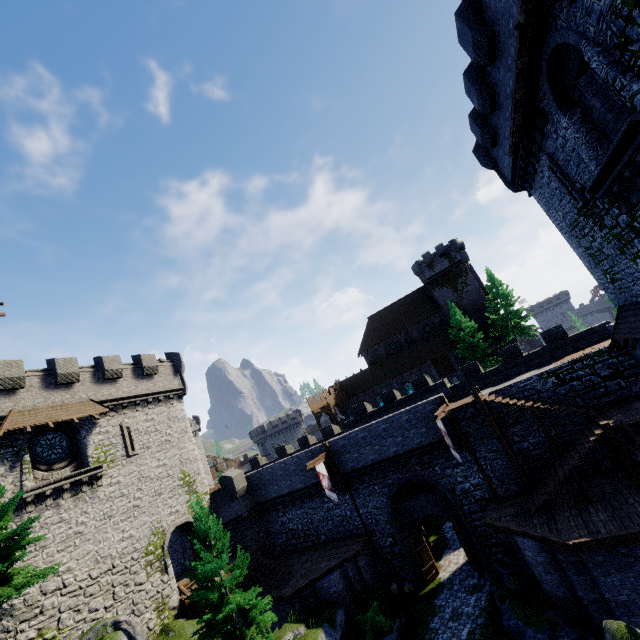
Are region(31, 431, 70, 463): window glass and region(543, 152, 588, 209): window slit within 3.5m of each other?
no

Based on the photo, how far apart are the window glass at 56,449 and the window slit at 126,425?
2.82m

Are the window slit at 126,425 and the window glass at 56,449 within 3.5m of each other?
yes

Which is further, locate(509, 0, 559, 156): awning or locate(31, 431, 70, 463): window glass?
locate(31, 431, 70, 463): window glass

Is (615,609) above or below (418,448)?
below

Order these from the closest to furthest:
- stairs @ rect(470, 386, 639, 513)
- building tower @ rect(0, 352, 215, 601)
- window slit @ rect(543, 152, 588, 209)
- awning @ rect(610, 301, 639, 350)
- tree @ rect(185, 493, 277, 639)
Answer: window slit @ rect(543, 152, 588, 209)
awning @ rect(610, 301, 639, 350)
stairs @ rect(470, 386, 639, 513)
tree @ rect(185, 493, 277, 639)
building tower @ rect(0, 352, 215, 601)

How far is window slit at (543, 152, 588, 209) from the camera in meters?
12.6 m

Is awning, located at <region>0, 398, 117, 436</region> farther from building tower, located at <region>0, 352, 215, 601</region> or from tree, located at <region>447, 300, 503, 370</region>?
tree, located at <region>447, 300, 503, 370</region>
